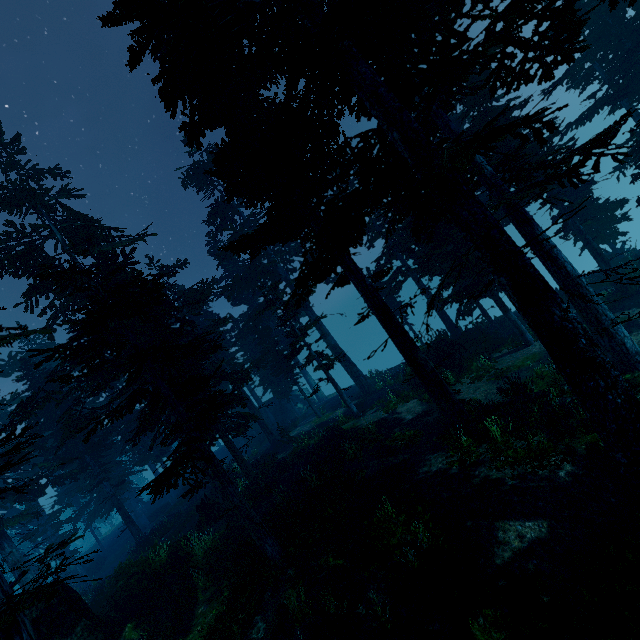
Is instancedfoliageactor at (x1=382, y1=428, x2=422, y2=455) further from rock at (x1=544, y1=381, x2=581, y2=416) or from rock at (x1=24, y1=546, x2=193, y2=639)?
rock at (x1=544, y1=381, x2=581, y2=416)

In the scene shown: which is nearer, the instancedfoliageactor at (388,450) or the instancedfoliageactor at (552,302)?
the instancedfoliageactor at (552,302)

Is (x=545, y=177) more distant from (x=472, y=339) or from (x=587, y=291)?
(x=472, y=339)

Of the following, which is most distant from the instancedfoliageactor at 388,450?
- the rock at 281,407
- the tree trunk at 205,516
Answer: the tree trunk at 205,516

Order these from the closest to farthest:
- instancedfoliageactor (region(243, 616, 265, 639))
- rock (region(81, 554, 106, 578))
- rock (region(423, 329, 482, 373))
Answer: instancedfoliageactor (region(243, 616, 265, 639))
rock (region(423, 329, 482, 373))
rock (region(81, 554, 106, 578))

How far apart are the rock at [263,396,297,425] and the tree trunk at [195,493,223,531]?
17.56m

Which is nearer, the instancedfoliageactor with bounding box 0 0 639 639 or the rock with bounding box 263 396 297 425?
the instancedfoliageactor with bounding box 0 0 639 639

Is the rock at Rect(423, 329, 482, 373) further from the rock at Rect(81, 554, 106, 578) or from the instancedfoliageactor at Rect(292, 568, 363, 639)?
the rock at Rect(81, 554, 106, 578)
